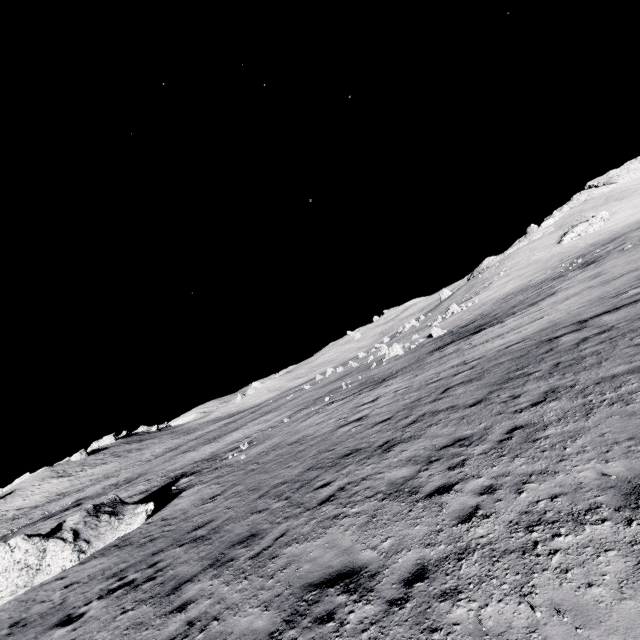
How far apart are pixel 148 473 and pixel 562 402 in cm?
4092
